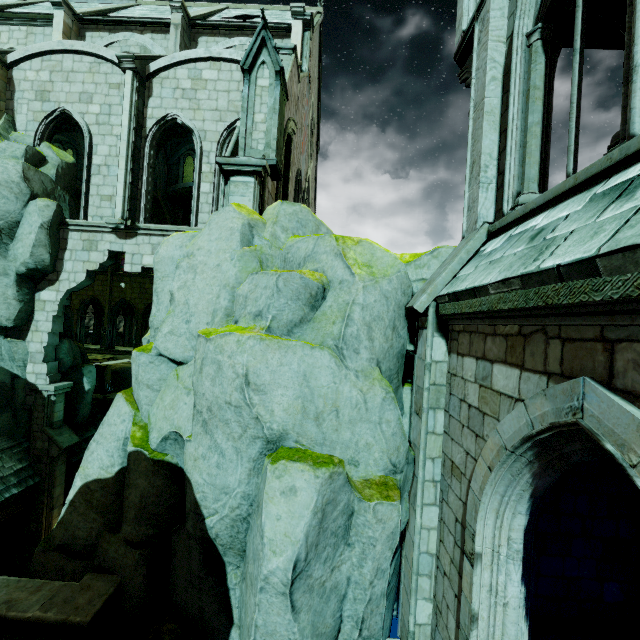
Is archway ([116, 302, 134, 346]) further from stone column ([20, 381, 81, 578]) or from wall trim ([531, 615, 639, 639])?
wall trim ([531, 615, 639, 639])

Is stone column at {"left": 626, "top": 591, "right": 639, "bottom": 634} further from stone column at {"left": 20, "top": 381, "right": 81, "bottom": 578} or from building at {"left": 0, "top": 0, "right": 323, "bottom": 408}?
stone column at {"left": 20, "top": 381, "right": 81, "bottom": 578}

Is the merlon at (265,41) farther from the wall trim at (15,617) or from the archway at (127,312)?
the archway at (127,312)

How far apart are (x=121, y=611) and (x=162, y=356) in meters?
4.8

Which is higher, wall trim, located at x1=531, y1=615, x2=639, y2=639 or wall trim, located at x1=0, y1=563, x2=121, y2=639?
wall trim, located at x1=531, y1=615, x2=639, y2=639

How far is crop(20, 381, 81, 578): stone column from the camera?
12.4m

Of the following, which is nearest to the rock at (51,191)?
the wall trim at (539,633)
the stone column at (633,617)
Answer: the stone column at (633,617)

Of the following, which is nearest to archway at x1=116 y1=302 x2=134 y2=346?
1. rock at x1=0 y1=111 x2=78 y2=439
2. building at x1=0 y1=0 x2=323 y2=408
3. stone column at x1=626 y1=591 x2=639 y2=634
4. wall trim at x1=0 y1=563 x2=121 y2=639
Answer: building at x1=0 y1=0 x2=323 y2=408
